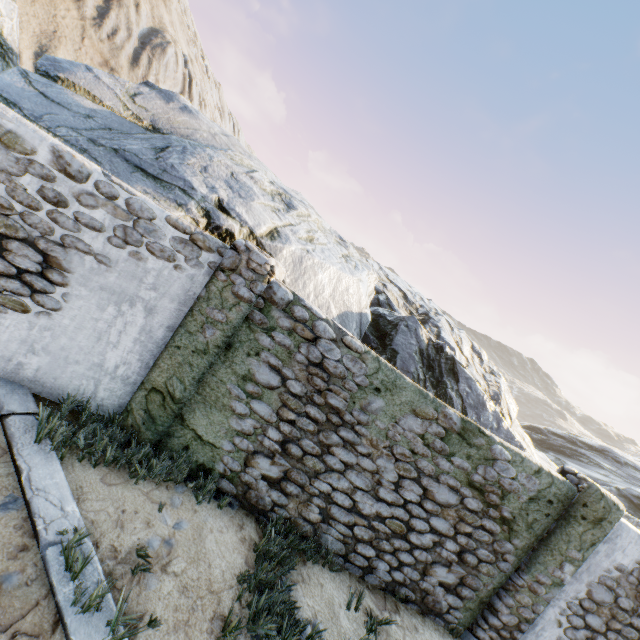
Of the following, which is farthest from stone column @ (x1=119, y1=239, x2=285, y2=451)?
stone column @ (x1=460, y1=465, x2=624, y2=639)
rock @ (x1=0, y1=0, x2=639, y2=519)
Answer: stone column @ (x1=460, y1=465, x2=624, y2=639)

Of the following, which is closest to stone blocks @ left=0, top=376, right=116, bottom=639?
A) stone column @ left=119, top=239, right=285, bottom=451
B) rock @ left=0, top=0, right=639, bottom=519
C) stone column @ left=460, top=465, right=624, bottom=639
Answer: rock @ left=0, top=0, right=639, bottom=519

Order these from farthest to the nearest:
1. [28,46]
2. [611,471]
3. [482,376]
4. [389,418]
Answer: [611,471]
[28,46]
[482,376]
[389,418]

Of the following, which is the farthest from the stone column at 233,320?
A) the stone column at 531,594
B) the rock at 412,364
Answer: the stone column at 531,594

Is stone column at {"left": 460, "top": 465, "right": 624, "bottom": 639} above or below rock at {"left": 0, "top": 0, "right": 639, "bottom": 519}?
below

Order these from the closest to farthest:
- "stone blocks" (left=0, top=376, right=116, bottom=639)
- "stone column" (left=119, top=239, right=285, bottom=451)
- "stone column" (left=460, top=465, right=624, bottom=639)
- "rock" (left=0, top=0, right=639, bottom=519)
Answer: "stone blocks" (left=0, top=376, right=116, bottom=639) < "stone column" (left=119, top=239, right=285, bottom=451) < "stone column" (left=460, top=465, right=624, bottom=639) < "rock" (left=0, top=0, right=639, bottom=519)

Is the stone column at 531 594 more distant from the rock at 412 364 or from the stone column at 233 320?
the stone column at 233 320
